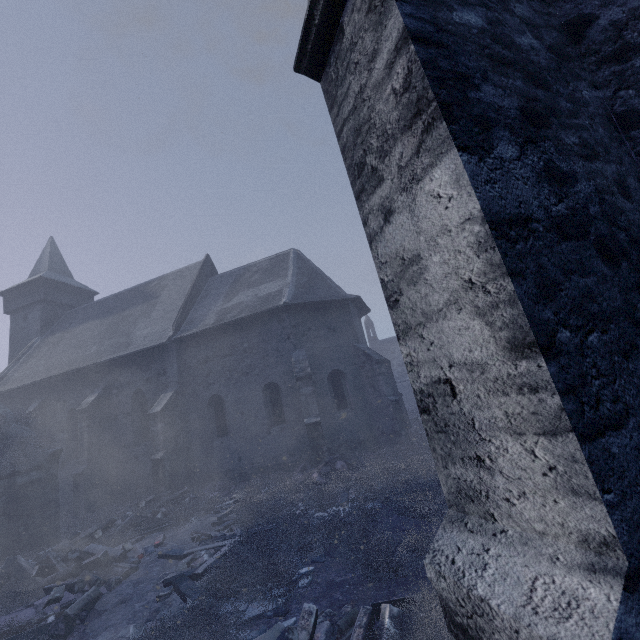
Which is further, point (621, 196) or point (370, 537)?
point (370, 537)

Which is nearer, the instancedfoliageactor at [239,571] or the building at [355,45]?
the building at [355,45]

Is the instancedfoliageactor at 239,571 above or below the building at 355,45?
below

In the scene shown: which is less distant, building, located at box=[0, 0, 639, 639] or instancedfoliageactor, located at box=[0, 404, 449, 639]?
building, located at box=[0, 0, 639, 639]

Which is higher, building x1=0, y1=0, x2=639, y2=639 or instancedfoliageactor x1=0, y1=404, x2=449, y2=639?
building x1=0, y1=0, x2=639, y2=639
